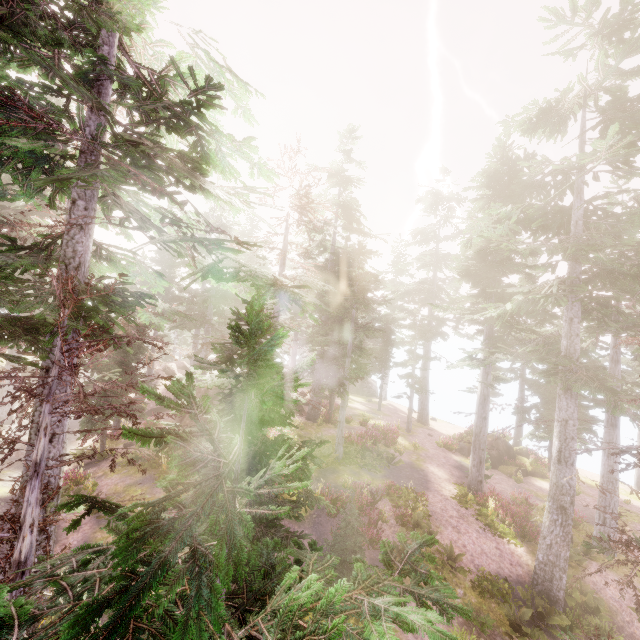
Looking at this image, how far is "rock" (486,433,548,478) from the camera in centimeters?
2521cm

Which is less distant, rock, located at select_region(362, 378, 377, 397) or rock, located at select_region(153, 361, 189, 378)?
rock, located at select_region(153, 361, 189, 378)

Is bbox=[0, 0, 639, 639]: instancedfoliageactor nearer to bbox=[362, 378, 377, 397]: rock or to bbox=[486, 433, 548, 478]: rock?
bbox=[362, 378, 377, 397]: rock

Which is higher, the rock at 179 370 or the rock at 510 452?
the rock at 179 370

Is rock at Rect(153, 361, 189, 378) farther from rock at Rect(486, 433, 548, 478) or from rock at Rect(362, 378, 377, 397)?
rock at Rect(486, 433, 548, 478)

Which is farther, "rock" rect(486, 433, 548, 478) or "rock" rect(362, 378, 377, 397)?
"rock" rect(362, 378, 377, 397)

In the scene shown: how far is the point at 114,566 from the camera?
1.2m

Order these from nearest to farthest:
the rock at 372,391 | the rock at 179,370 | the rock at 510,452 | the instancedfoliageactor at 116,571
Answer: the instancedfoliageactor at 116,571 → the rock at 510,452 → the rock at 179,370 → the rock at 372,391
